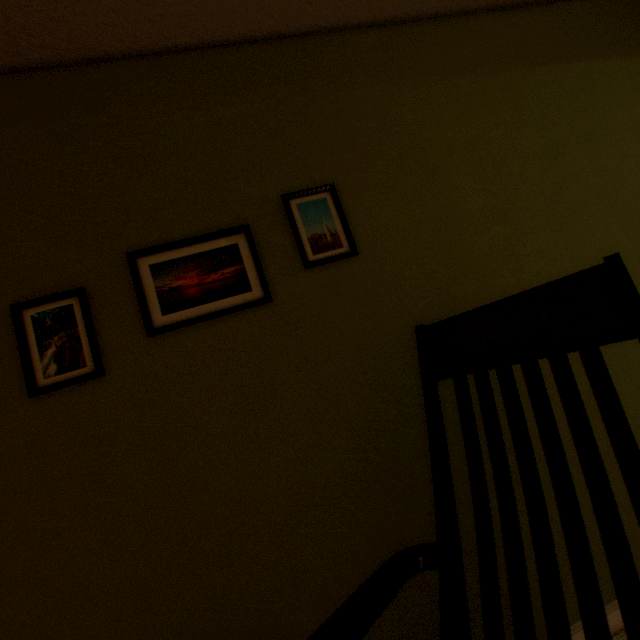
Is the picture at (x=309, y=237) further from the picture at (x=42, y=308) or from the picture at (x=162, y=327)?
the picture at (x=42, y=308)

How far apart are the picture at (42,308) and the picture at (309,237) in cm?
72

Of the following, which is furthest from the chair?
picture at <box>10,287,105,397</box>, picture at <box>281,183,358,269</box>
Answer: picture at <box>10,287,105,397</box>

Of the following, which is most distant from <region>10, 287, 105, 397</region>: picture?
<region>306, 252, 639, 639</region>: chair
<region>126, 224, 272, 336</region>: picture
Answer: <region>306, 252, 639, 639</region>: chair

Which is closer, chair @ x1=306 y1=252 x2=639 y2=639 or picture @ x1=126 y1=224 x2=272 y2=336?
chair @ x1=306 y1=252 x2=639 y2=639

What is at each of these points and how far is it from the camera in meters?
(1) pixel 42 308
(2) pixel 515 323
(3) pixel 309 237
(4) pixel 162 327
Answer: (1) picture, 1.0 m
(2) chair, 0.8 m
(3) picture, 1.2 m
(4) picture, 1.1 m

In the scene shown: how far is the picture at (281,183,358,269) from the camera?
1.2 meters

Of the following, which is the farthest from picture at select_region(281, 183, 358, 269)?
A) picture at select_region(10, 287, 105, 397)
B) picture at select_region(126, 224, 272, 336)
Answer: picture at select_region(10, 287, 105, 397)
